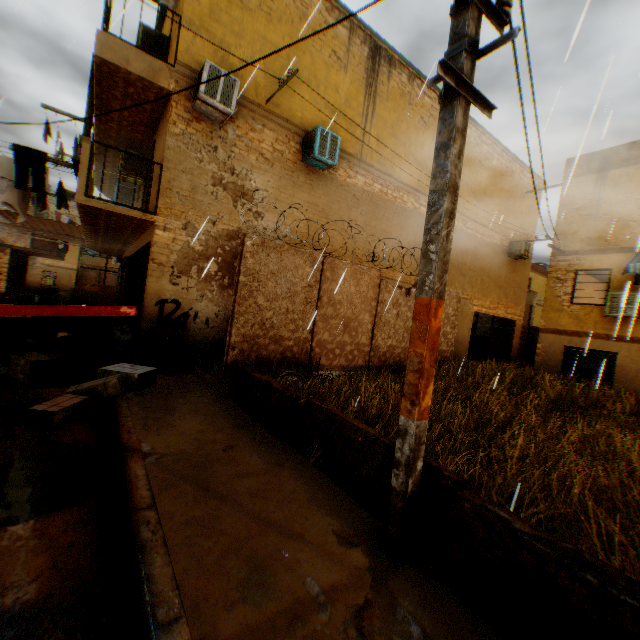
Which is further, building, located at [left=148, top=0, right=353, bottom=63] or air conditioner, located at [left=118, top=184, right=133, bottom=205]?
air conditioner, located at [left=118, top=184, right=133, bottom=205]

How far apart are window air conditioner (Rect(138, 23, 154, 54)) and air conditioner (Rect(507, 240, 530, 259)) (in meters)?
16.46

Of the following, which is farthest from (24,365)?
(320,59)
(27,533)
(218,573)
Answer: (320,59)

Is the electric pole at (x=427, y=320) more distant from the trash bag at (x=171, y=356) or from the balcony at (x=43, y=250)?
the balcony at (x=43, y=250)

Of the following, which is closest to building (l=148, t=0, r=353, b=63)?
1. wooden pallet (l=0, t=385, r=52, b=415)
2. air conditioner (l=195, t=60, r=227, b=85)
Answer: air conditioner (l=195, t=60, r=227, b=85)

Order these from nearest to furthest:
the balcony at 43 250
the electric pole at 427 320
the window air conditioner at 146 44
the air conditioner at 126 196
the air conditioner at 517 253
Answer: the electric pole at 427 320
the window air conditioner at 146 44
the air conditioner at 126 196
the air conditioner at 517 253
the balcony at 43 250

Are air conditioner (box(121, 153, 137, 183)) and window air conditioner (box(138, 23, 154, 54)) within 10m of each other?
yes

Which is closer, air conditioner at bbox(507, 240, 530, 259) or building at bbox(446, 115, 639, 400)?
building at bbox(446, 115, 639, 400)
